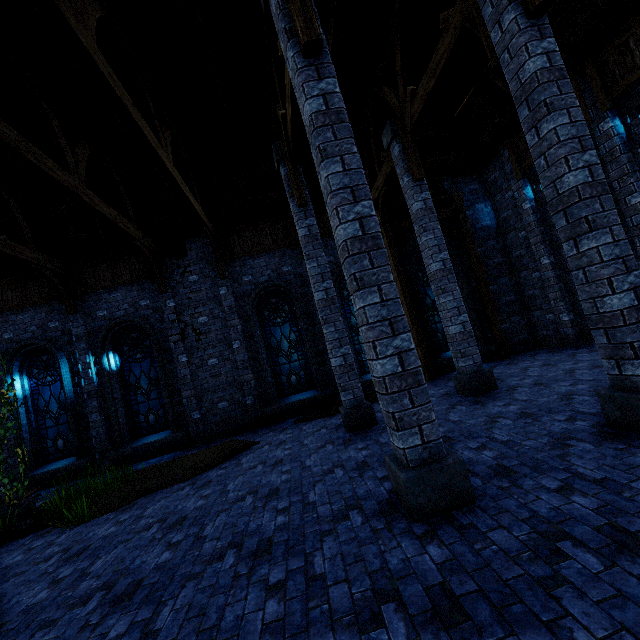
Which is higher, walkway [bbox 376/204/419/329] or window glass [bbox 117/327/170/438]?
walkway [bbox 376/204/419/329]

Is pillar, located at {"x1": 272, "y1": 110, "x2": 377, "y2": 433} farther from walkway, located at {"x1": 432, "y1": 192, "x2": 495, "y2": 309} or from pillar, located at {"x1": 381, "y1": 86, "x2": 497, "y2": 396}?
walkway, located at {"x1": 432, "y1": 192, "x2": 495, "y2": 309}

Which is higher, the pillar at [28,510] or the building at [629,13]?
the building at [629,13]

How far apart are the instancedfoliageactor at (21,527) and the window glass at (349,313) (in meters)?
8.95

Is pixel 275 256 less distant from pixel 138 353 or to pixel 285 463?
pixel 138 353

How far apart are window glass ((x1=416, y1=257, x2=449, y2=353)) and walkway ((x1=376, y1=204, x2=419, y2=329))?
0.7 meters

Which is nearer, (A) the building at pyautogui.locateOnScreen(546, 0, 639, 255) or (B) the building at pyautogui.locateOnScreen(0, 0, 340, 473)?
(B) the building at pyautogui.locateOnScreen(0, 0, 340, 473)

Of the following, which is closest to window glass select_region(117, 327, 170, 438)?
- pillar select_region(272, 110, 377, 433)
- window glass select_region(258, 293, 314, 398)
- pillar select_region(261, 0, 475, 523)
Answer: window glass select_region(258, 293, 314, 398)
